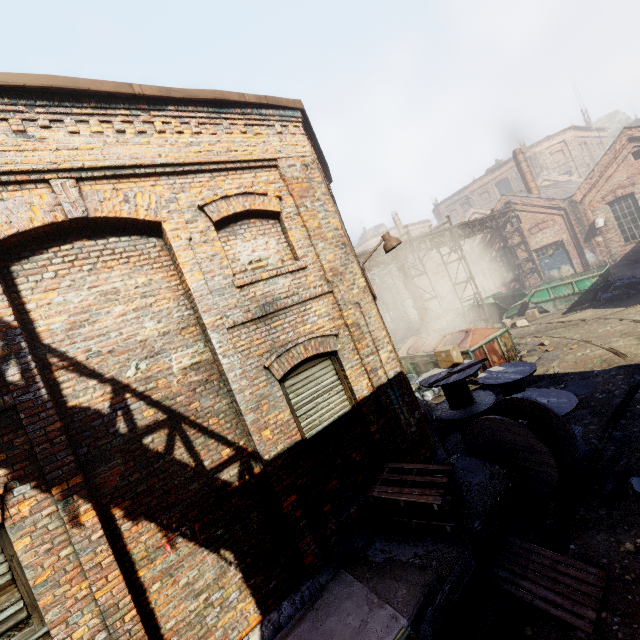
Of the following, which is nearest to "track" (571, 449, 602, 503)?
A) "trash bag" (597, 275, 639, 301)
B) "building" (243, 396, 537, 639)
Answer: "building" (243, 396, 537, 639)

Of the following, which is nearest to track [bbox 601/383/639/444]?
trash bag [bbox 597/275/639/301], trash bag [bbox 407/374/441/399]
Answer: trash bag [bbox 407/374/441/399]

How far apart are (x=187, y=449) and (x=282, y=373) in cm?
169

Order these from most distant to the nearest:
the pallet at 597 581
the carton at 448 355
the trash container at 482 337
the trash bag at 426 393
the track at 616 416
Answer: the trash bag at 426 393, the trash container at 482 337, the carton at 448 355, the track at 616 416, the pallet at 597 581

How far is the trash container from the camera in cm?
1145

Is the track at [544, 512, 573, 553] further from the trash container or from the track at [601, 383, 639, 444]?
the trash container

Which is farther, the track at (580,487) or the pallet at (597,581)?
the track at (580,487)

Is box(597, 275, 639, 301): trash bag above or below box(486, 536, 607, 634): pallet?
above
